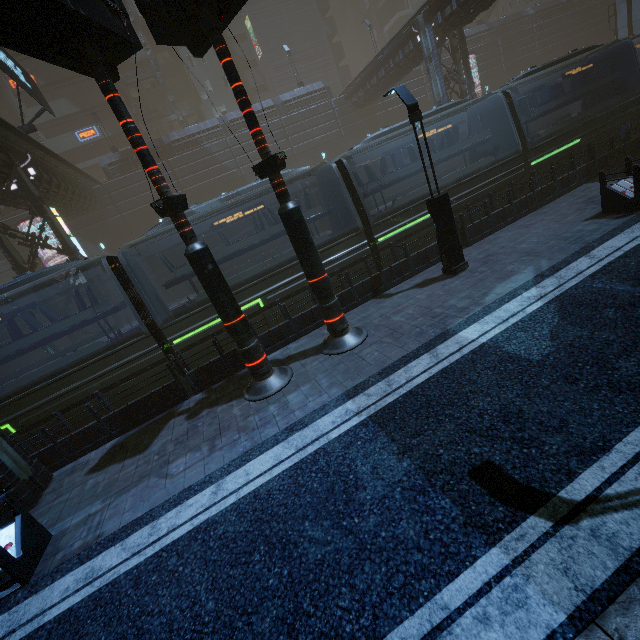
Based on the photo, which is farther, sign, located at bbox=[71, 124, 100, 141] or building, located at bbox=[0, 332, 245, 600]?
sign, located at bbox=[71, 124, 100, 141]

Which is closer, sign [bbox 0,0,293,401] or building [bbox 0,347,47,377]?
sign [bbox 0,0,293,401]

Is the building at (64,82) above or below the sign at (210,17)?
above

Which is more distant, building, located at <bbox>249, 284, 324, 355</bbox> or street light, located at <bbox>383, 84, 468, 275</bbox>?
building, located at <bbox>249, 284, 324, 355</bbox>

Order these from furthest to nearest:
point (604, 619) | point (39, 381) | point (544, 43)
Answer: point (544, 43), point (39, 381), point (604, 619)

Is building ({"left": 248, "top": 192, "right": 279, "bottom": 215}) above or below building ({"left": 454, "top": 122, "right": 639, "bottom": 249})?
above

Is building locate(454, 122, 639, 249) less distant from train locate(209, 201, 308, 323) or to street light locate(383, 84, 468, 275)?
train locate(209, 201, 308, 323)

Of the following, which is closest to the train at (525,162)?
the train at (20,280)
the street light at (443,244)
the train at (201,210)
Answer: the train at (201,210)
